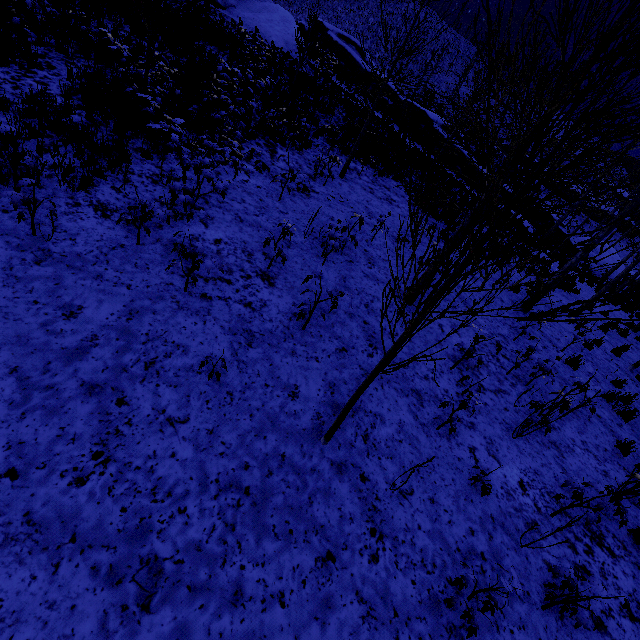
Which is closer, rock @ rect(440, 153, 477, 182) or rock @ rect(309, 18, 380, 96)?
rock @ rect(440, 153, 477, 182)

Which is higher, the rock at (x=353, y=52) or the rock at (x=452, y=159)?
the rock at (x=353, y=52)

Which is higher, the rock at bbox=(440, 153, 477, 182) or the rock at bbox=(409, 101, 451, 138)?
the rock at bbox=(409, 101, 451, 138)

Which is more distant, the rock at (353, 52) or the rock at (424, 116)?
the rock at (353, 52)

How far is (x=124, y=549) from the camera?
2.7m
